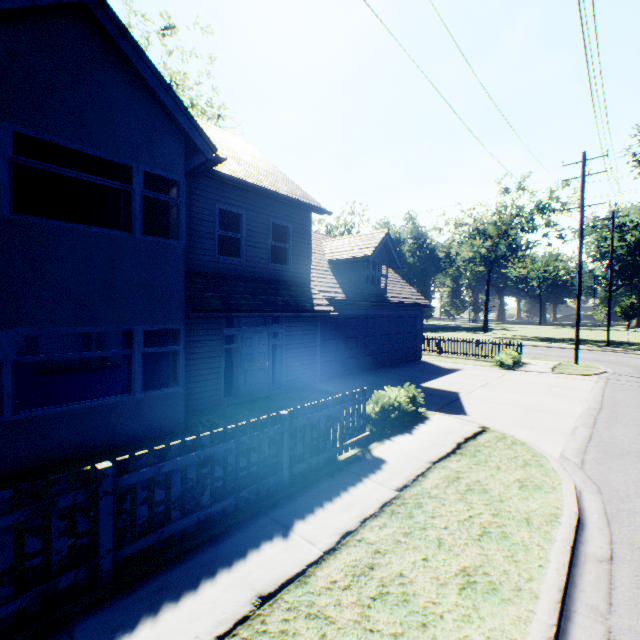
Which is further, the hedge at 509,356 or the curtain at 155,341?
the hedge at 509,356

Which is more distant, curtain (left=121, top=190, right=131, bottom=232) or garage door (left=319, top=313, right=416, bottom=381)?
garage door (left=319, top=313, right=416, bottom=381)

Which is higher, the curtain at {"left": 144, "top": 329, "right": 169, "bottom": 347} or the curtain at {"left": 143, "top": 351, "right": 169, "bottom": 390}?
the curtain at {"left": 144, "top": 329, "right": 169, "bottom": 347}

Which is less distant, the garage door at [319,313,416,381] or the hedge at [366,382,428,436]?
the hedge at [366,382,428,436]

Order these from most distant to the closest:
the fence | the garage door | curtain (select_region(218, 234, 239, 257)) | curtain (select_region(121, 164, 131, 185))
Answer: the garage door < curtain (select_region(218, 234, 239, 257)) < curtain (select_region(121, 164, 131, 185)) < the fence

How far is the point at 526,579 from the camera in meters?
3.4 m

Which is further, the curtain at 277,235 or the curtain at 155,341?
the curtain at 277,235

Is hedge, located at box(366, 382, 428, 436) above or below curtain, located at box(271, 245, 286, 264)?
below
